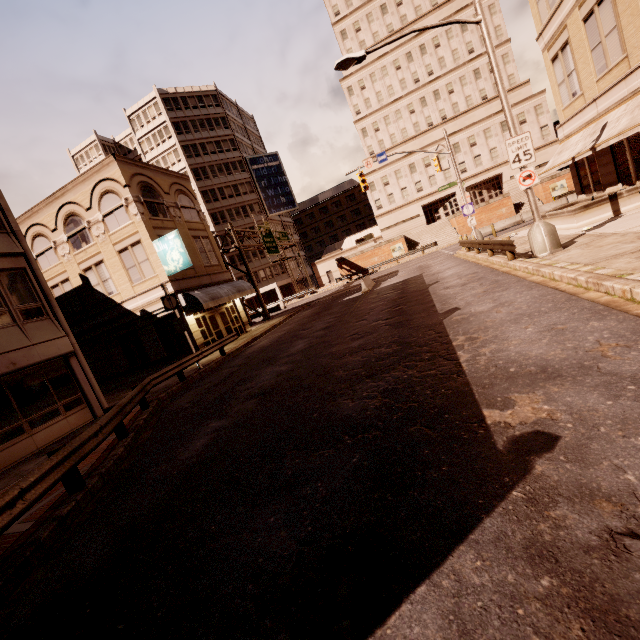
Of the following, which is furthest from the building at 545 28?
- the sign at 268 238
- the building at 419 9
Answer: the building at 419 9

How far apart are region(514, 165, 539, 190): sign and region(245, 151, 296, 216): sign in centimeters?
5015cm

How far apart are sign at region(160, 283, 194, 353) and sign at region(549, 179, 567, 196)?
45.6m

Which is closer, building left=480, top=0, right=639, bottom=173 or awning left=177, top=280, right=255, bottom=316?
building left=480, top=0, right=639, bottom=173

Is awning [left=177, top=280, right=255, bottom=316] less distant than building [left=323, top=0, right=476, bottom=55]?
Yes

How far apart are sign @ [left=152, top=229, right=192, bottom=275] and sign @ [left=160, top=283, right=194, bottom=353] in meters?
3.5

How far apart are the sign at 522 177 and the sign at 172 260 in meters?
17.1

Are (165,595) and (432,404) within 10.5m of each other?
yes
